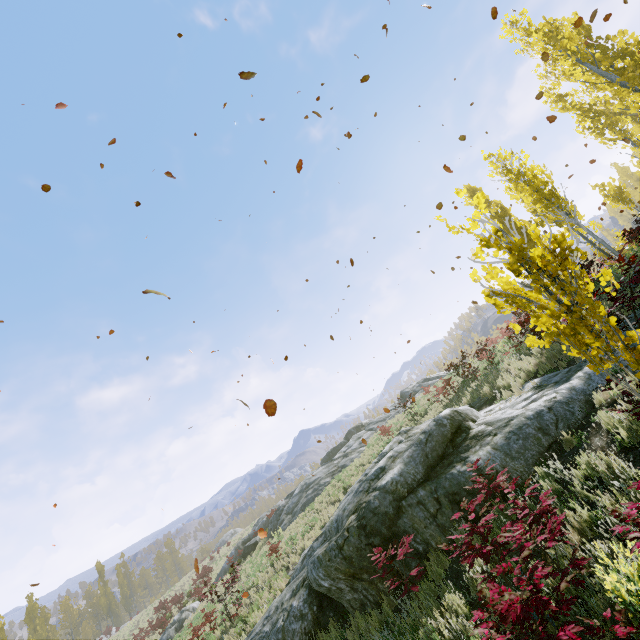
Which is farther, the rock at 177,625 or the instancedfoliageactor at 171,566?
the instancedfoliageactor at 171,566

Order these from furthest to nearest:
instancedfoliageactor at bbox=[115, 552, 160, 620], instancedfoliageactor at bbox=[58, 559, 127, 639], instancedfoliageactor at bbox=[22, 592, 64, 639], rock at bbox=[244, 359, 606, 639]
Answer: instancedfoliageactor at bbox=[115, 552, 160, 620] < instancedfoliageactor at bbox=[58, 559, 127, 639] < instancedfoliageactor at bbox=[22, 592, 64, 639] < rock at bbox=[244, 359, 606, 639]

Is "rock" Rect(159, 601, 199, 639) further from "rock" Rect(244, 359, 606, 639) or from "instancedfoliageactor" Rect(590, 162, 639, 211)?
"instancedfoliageactor" Rect(590, 162, 639, 211)

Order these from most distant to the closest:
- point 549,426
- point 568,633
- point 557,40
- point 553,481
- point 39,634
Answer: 1. point 39,634
2. point 557,40
3. point 549,426
4. point 553,481
5. point 568,633

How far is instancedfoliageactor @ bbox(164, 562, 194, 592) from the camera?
40.2 meters

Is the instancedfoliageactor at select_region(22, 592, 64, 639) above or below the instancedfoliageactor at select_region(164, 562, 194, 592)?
above

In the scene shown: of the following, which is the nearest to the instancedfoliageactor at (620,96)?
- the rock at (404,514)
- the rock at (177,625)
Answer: the rock at (404,514)

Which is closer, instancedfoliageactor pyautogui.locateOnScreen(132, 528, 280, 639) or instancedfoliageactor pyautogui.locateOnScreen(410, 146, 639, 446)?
instancedfoliageactor pyautogui.locateOnScreen(410, 146, 639, 446)
